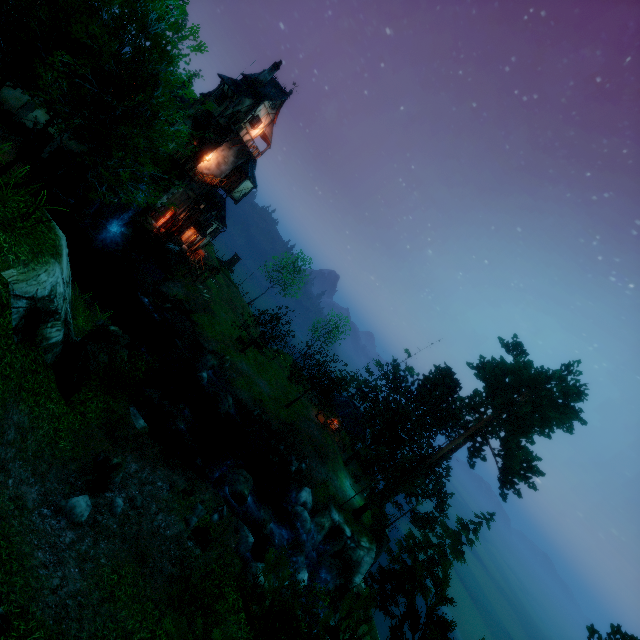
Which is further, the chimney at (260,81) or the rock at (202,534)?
the chimney at (260,81)

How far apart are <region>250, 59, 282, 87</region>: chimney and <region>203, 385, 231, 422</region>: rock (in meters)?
29.13

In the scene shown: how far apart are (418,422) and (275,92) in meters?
35.8 m

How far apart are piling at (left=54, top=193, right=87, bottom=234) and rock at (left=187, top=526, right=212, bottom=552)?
26.49m

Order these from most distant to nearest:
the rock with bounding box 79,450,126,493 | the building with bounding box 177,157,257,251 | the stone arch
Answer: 1. the building with bounding box 177,157,257,251
2. the stone arch
3. the rock with bounding box 79,450,126,493

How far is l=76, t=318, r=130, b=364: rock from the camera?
15.92m

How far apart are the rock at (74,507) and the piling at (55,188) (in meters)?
27.20

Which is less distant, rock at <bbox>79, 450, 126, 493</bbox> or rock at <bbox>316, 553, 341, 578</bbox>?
rock at <bbox>79, 450, 126, 493</bbox>
